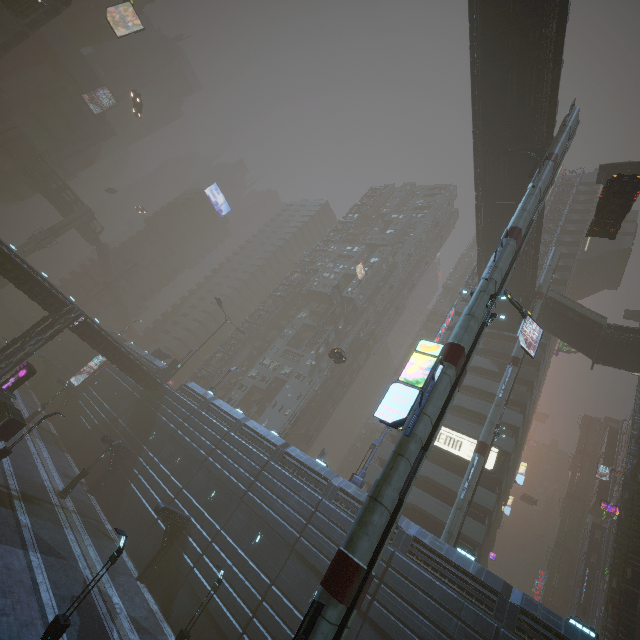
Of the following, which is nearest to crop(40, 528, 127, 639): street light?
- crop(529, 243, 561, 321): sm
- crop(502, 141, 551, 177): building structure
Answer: crop(529, 243, 561, 321): sm

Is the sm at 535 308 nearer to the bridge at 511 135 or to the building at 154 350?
the bridge at 511 135

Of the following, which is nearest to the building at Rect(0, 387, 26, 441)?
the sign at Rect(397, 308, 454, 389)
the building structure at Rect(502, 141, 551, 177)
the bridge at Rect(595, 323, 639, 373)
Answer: the sign at Rect(397, 308, 454, 389)

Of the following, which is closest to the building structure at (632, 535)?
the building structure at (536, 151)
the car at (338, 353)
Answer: the car at (338, 353)

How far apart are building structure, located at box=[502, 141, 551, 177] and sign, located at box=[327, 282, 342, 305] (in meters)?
32.47

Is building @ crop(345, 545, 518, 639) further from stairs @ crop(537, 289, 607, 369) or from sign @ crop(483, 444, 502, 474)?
stairs @ crop(537, 289, 607, 369)

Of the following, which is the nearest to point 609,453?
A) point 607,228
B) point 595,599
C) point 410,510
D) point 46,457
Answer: point 595,599

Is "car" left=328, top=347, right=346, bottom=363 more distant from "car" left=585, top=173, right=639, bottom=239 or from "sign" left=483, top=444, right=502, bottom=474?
"car" left=585, top=173, right=639, bottom=239
